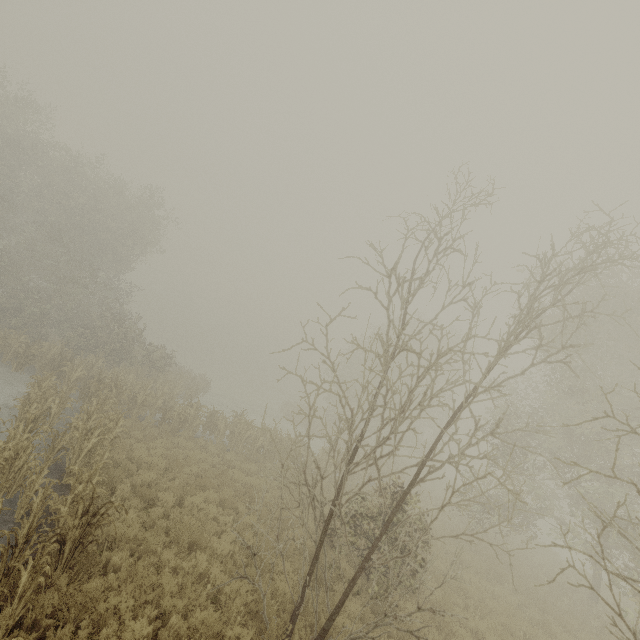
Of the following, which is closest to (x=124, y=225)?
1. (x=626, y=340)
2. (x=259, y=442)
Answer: (x=259, y=442)
